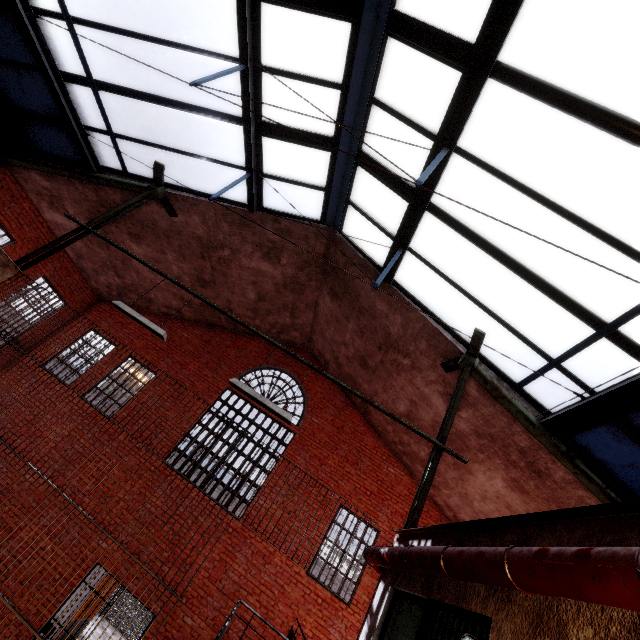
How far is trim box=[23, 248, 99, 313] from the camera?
10.3 meters

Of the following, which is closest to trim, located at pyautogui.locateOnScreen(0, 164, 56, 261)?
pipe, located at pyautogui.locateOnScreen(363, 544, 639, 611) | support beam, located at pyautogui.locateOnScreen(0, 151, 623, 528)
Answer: support beam, located at pyautogui.locateOnScreen(0, 151, 623, 528)

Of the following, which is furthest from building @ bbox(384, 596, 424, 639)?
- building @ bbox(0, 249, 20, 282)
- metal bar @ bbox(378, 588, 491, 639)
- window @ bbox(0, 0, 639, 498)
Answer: building @ bbox(0, 249, 20, 282)

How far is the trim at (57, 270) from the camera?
10.3 meters

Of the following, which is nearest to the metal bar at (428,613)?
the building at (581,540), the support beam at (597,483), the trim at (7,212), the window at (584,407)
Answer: the building at (581,540)

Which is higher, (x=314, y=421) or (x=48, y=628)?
(x=314, y=421)

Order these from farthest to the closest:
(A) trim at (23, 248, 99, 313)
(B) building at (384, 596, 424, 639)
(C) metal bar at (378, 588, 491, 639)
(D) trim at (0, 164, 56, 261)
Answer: (A) trim at (23, 248, 99, 313)
(D) trim at (0, 164, 56, 261)
(B) building at (384, 596, 424, 639)
(C) metal bar at (378, 588, 491, 639)

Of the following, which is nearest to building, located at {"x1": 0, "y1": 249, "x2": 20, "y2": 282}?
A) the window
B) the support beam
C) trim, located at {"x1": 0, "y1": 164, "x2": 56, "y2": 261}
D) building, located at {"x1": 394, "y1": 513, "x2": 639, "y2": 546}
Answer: the support beam
